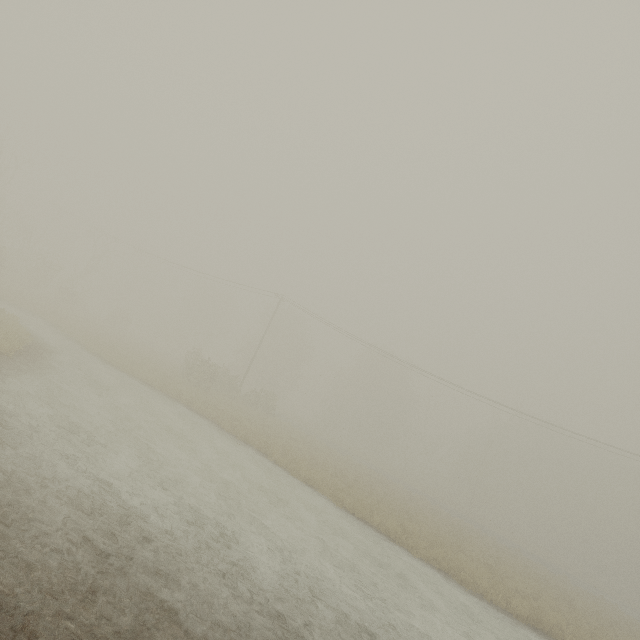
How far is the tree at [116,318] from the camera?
43.3 meters

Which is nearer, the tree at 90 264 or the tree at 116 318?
the tree at 90 264

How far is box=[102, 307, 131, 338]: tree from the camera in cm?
4327

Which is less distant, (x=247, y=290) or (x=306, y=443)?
(x=306, y=443)

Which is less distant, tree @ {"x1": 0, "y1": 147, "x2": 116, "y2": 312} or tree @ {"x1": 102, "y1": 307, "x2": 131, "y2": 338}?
tree @ {"x1": 0, "y1": 147, "x2": 116, "y2": 312}
